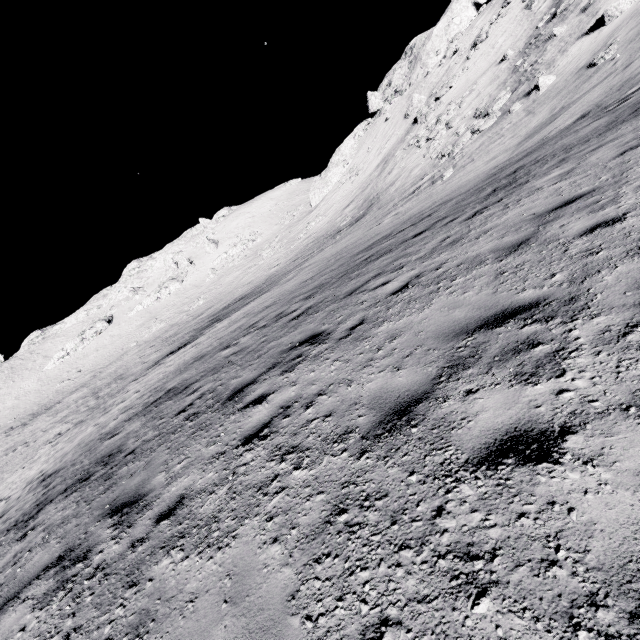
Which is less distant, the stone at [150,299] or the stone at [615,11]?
the stone at [615,11]

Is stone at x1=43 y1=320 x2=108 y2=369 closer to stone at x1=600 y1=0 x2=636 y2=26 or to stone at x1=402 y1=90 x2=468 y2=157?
stone at x1=402 y1=90 x2=468 y2=157

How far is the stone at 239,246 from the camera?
55.69m

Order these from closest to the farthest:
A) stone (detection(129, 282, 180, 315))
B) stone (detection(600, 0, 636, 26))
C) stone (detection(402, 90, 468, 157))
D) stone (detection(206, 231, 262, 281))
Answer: stone (detection(600, 0, 636, 26))
stone (detection(402, 90, 468, 157))
stone (detection(206, 231, 262, 281))
stone (detection(129, 282, 180, 315))

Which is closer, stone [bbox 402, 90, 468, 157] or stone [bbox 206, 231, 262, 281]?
stone [bbox 402, 90, 468, 157]

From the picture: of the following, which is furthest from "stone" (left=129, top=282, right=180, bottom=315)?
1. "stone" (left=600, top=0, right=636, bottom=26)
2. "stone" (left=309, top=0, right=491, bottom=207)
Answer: "stone" (left=600, top=0, right=636, bottom=26)

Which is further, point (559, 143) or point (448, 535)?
point (559, 143)

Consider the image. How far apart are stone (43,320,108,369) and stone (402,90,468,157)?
60.3m
